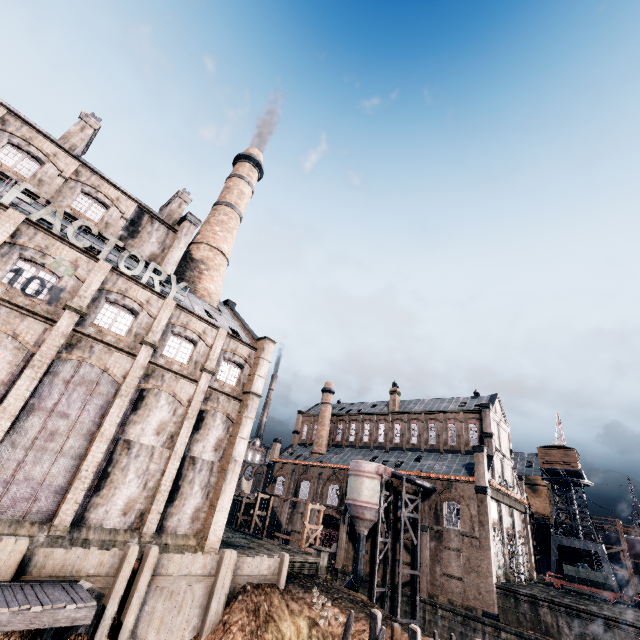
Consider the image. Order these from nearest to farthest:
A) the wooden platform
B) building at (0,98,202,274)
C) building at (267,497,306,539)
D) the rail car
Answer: the wooden platform
building at (0,98,202,274)
the rail car
building at (267,497,306,539)

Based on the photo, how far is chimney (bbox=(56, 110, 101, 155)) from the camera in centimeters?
2636cm

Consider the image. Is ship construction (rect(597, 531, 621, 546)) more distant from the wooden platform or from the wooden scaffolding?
the wooden platform

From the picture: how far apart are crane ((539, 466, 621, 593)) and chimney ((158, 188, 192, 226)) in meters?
66.3

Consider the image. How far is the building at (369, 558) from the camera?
40.6 meters

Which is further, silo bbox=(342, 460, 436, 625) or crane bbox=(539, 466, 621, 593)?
crane bbox=(539, 466, 621, 593)

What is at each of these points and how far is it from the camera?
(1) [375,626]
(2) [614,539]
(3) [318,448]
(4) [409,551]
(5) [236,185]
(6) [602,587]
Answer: (1) wooden scaffolding, 15.25m
(2) ship construction, 51.06m
(3) chimney, 57.97m
(4) building, 38.78m
(5) chimney, 40.62m
(6) rail car, 37.41m

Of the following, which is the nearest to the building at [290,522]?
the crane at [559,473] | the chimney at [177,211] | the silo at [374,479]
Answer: the silo at [374,479]
